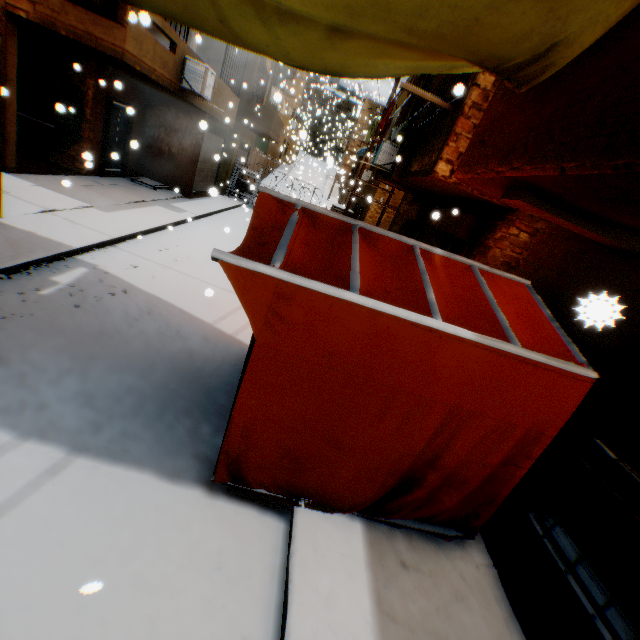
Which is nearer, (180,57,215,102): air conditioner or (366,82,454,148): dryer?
(366,82,454,148): dryer

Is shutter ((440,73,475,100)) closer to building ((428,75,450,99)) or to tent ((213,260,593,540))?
building ((428,75,450,99))

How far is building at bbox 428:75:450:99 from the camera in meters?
8.5

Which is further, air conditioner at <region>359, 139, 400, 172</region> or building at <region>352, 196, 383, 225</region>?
building at <region>352, 196, 383, 225</region>

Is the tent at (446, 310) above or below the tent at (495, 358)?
above

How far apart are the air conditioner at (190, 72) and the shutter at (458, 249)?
8.4 meters

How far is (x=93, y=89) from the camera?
9.88m

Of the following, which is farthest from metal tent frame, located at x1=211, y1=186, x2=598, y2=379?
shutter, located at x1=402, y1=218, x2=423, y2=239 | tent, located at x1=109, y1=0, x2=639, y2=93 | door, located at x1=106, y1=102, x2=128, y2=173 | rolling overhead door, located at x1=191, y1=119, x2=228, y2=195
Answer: rolling overhead door, located at x1=191, y1=119, x2=228, y2=195
